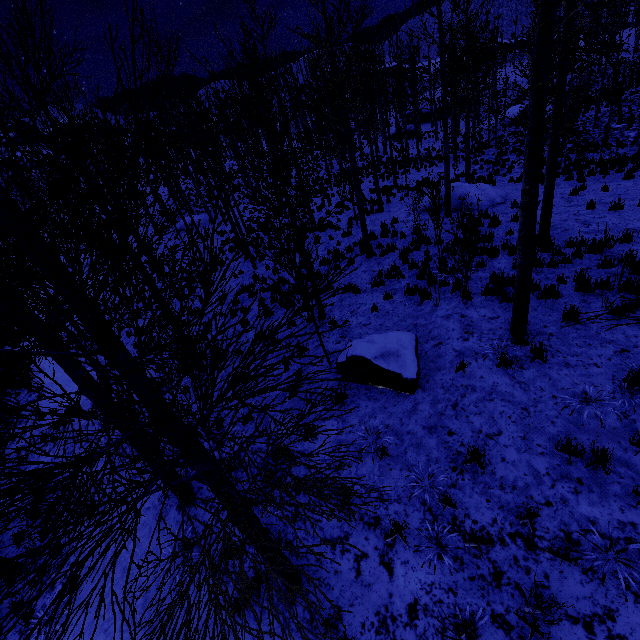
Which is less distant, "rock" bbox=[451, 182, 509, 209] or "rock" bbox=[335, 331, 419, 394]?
"rock" bbox=[335, 331, 419, 394]

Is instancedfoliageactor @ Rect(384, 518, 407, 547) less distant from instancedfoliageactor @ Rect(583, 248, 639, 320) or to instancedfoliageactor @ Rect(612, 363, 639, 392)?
instancedfoliageactor @ Rect(583, 248, 639, 320)

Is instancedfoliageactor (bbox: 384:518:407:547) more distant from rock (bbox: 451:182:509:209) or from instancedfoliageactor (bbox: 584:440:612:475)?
rock (bbox: 451:182:509:209)

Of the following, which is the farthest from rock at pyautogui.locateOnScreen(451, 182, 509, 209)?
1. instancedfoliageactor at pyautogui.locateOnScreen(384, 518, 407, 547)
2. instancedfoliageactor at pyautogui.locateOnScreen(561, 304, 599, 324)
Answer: instancedfoliageactor at pyautogui.locateOnScreen(384, 518, 407, 547)

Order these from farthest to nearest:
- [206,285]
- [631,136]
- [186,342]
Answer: [631,136]
[186,342]
[206,285]

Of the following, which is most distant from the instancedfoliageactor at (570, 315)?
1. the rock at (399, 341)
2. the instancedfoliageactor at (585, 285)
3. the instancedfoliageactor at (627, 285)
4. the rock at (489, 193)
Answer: the rock at (489, 193)

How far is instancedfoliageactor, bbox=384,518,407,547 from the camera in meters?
4.4 m

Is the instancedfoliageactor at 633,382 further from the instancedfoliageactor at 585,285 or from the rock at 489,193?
the rock at 489,193
